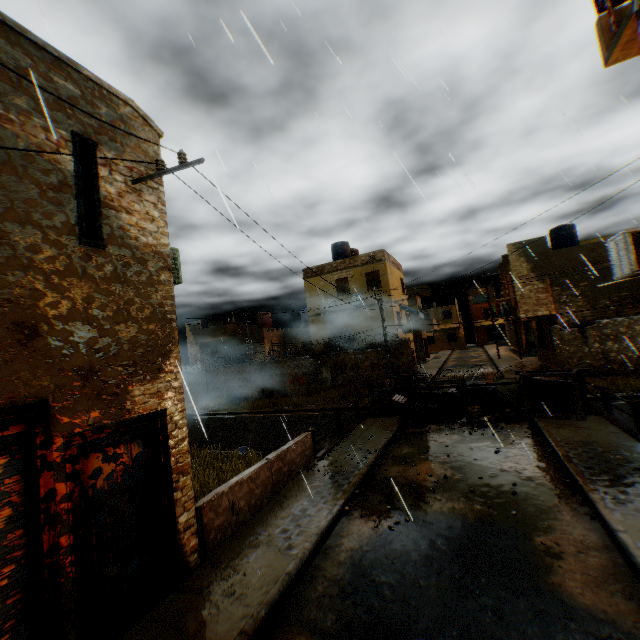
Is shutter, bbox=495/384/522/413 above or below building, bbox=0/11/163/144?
below

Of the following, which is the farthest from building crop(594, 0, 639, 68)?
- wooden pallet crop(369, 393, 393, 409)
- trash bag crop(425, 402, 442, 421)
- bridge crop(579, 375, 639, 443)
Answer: trash bag crop(425, 402, 442, 421)

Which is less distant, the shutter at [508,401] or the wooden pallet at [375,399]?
the shutter at [508,401]

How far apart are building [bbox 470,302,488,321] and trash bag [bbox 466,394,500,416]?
47.7m

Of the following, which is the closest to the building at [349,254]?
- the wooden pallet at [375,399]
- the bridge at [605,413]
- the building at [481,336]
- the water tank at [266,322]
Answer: the bridge at [605,413]

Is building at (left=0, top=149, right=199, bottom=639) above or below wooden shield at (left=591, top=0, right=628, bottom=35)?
below

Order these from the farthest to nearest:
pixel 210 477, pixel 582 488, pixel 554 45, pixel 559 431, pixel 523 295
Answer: pixel 523 295
pixel 559 431
pixel 210 477
pixel 554 45
pixel 582 488

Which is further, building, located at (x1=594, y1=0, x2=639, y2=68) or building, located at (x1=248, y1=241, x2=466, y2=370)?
building, located at (x1=248, y1=241, x2=466, y2=370)
